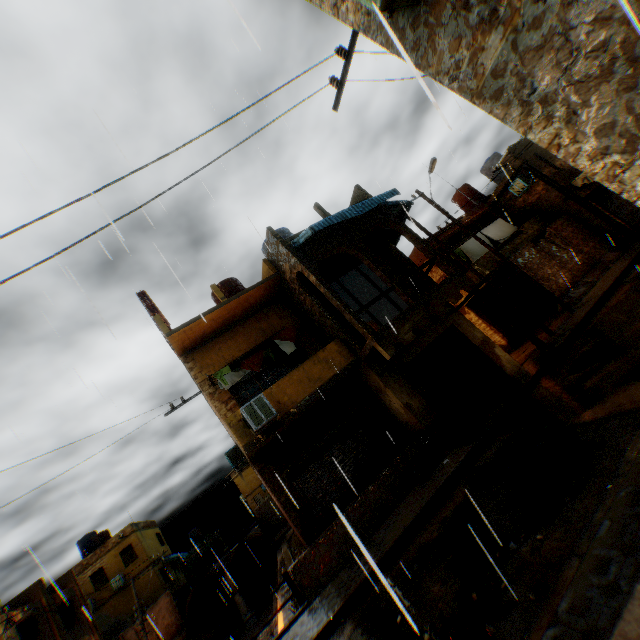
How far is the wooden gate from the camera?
11.2 meters

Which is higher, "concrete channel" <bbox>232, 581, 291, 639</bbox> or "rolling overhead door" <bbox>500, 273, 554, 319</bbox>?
"rolling overhead door" <bbox>500, 273, 554, 319</bbox>

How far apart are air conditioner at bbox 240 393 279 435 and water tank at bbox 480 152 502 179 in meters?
23.2

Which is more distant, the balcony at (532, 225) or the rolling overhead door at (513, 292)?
the rolling overhead door at (513, 292)

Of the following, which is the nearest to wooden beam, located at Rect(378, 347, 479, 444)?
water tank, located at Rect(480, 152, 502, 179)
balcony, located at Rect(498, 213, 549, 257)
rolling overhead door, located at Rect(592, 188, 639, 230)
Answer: balcony, located at Rect(498, 213, 549, 257)

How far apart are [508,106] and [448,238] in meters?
15.8 m

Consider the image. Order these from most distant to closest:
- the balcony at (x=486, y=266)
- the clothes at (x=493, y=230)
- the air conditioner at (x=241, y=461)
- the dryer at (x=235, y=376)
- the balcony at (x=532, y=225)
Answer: the clothes at (x=493, y=230)
the balcony at (x=532, y=225)
the balcony at (x=486, y=266)
the air conditioner at (x=241, y=461)
the dryer at (x=235, y=376)

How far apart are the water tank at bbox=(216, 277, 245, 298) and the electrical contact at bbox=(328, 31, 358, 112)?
9.9m
